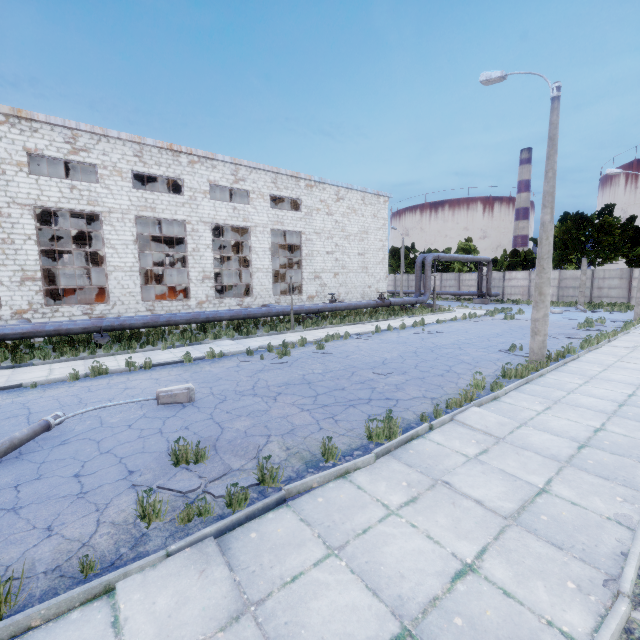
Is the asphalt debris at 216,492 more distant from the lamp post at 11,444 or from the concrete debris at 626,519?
the concrete debris at 626,519

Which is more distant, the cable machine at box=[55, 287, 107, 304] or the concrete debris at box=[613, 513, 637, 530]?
the cable machine at box=[55, 287, 107, 304]

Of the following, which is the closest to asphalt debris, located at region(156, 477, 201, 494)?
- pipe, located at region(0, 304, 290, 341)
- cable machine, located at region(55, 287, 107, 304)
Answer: pipe, located at region(0, 304, 290, 341)

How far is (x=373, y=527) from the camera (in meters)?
3.89

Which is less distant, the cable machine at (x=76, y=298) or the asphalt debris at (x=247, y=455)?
the asphalt debris at (x=247, y=455)

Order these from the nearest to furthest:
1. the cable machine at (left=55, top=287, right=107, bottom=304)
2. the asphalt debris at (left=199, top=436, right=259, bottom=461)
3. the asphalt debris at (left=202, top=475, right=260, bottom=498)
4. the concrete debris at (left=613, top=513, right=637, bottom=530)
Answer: the concrete debris at (left=613, top=513, right=637, bottom=530)
the asphalt debris at (left=202, top=475, right=260, bottom=498)
the asphalt debris at (left=199, top=436, right=259, bottom=461)
the cable machine at (left=55, top=287, right=107, bottom=304)

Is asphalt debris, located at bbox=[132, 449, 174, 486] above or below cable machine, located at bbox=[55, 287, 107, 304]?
below

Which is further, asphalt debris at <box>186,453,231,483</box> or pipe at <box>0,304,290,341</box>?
pipe at <box>0,304,290,341</box>
